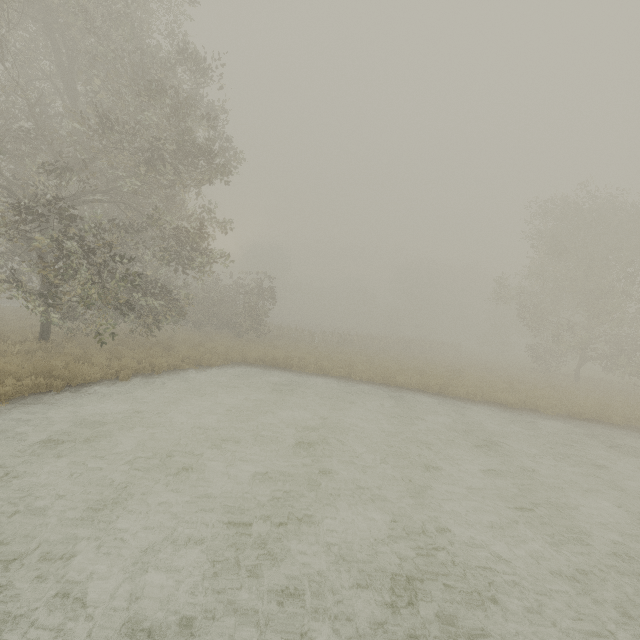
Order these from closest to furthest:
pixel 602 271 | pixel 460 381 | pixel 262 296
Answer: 1. pixel 460 381
2. pixel 602 271
3. pixel 262 296
